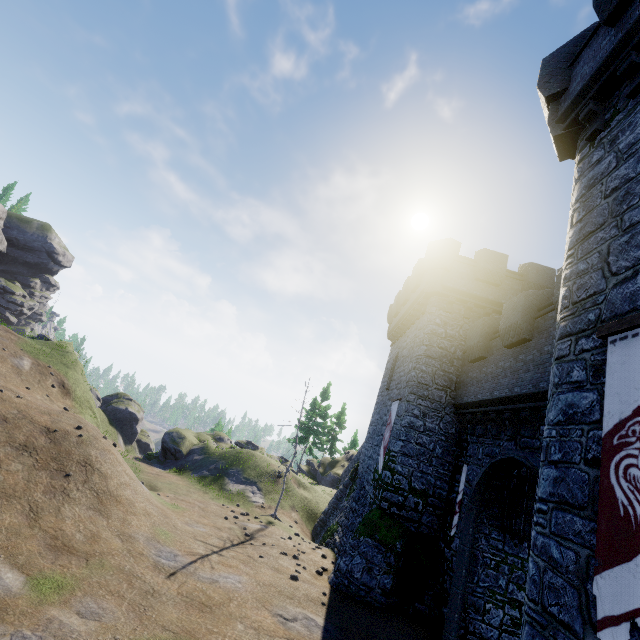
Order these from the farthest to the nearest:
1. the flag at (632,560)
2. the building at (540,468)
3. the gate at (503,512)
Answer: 1. the gate at (503,512)
2. the building at (540,468)
3. the flag at (632,560)

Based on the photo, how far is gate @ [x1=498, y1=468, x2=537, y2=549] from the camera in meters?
10.5 m

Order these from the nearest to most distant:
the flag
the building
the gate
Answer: the flag
the building
the gate

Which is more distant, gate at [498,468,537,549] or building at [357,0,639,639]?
gate at [498,468,537,549]

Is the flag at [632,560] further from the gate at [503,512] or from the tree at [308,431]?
the tree at [308,431]

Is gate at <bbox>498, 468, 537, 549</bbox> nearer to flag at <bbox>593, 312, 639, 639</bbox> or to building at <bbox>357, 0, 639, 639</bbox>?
building at <bbox>357, 0, 639, 639</bbox>

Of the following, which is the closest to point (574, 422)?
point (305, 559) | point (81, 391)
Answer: point (305, 559)

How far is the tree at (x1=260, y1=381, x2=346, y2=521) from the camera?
20.6m
